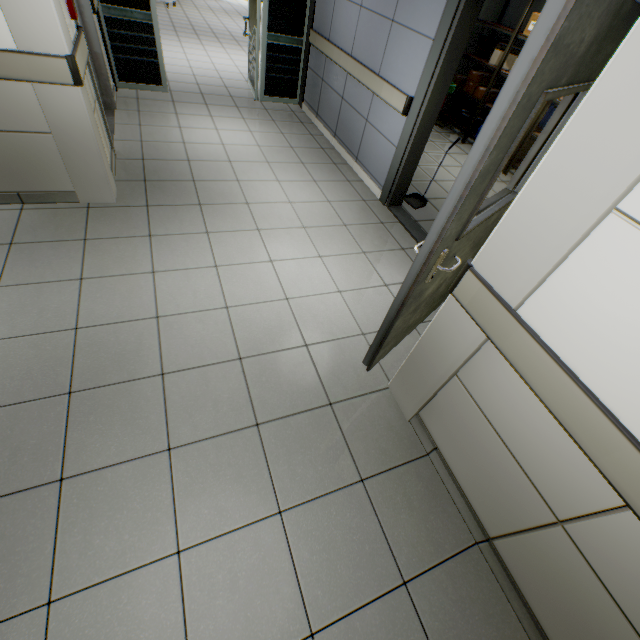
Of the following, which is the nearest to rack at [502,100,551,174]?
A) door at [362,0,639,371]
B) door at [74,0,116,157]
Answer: door at [362,0,639,371]

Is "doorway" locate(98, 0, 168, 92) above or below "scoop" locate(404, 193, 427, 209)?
above

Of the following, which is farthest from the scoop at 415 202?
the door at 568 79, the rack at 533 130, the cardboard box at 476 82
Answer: the cardboard box at 476 82

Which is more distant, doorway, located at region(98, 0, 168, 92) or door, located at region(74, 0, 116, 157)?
doorway, located at region(98, 0, 168, 92)

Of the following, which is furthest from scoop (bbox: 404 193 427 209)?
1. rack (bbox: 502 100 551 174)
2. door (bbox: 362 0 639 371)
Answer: rack (bbox: 502 100 551 174)

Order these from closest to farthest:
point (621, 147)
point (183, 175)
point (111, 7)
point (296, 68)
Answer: point (621, 147), point (183, 175), point (111, 7), point (296, 68)

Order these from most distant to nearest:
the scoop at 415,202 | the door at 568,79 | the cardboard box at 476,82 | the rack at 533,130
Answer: the cardboard box at 476,82 < the rack at 533,130 < the scoop at 415,202 < the door at 568,79

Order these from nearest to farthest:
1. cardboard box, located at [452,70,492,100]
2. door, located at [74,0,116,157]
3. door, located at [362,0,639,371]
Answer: door, located at [362,0,639,371]
door, located at [74,0,116,157]
cardboard box, located at [452,70,492,100]
